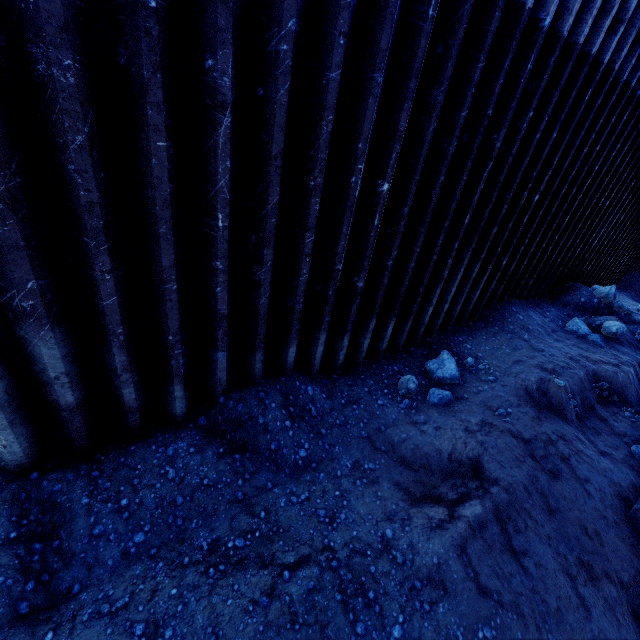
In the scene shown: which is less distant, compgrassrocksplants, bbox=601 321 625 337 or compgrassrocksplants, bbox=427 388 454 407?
compgrassrocksplants, bbox=427 388 454 407

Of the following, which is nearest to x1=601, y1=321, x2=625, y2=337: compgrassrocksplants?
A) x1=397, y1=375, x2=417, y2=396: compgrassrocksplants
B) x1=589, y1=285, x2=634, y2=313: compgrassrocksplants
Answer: x1=589, y1=285, x2=634, y2=313: compgrassrocksplants

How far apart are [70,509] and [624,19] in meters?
9.5

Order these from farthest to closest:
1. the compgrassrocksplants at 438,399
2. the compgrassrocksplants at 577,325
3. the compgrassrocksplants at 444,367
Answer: the compgrassrocksplants at 577,325 < the compgrassrocksplants at 444,367 < the compgrassrocksplants at 438,399

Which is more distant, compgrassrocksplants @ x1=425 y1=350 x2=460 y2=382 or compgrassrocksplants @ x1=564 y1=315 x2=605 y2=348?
compgrassrocksplants @ x1=564 y1=315 x2=605 y2=348

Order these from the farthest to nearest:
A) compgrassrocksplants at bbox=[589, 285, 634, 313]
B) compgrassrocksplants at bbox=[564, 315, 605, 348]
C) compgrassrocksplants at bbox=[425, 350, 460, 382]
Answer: compgrassrocksplants at bbox=[589, 285, 634, 313] → compgrassrocksplants at bbox=[564, 315, 605, 348] → compgrassrocksplants at bbox=[425, 350, 460, 382]

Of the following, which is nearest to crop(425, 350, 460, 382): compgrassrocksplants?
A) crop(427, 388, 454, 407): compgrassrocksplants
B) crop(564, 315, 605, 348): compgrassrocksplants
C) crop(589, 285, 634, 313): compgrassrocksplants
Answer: crop(427, 388, 454, 407): compgrassrocksplants

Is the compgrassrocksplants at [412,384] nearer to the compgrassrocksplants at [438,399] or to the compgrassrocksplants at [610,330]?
the compgrassrocksplants at [438,399]
